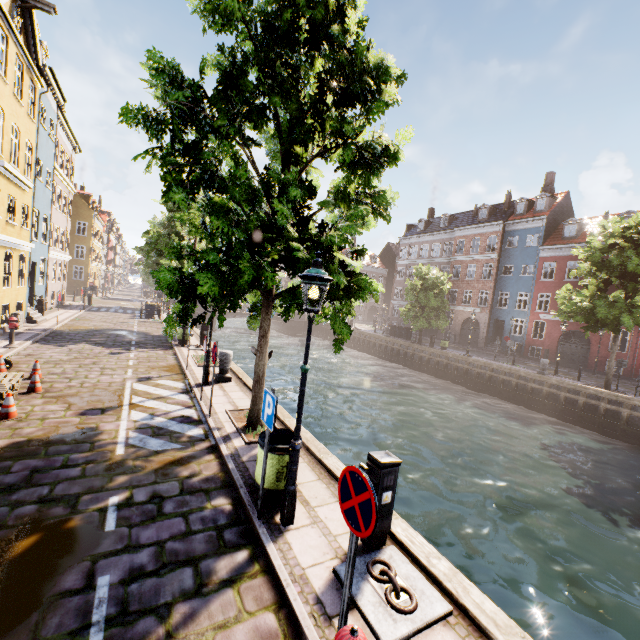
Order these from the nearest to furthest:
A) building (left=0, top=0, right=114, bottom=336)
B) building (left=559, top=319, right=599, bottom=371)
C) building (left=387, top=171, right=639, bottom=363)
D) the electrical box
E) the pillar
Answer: the electrical box < the pillar < building (left=0, top=0, right=114, bottom=336) < building (left=559, top=319, right=599, bottom=371) < building (left=387, top=171, right=639, bottom=363)

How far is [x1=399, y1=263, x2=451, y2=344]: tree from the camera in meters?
30.0 m

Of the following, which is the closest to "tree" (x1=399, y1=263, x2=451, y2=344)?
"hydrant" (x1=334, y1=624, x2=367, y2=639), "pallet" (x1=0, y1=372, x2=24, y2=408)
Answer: "hydrant" (x1=334, y1=624, x2=367, y2=639)

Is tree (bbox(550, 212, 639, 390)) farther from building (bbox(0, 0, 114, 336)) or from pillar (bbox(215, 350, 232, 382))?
building (bbox(0, 0, 114, 336))

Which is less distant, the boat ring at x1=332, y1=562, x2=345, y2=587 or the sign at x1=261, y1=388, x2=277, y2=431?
the boat ring at x1=332, y1=562, x2=345, y2=587

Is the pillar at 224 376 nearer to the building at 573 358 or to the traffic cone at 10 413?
the traffic cone at 10 413

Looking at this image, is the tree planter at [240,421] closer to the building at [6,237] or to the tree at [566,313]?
the tree at [566,313]

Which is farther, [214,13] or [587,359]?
[587,359]
